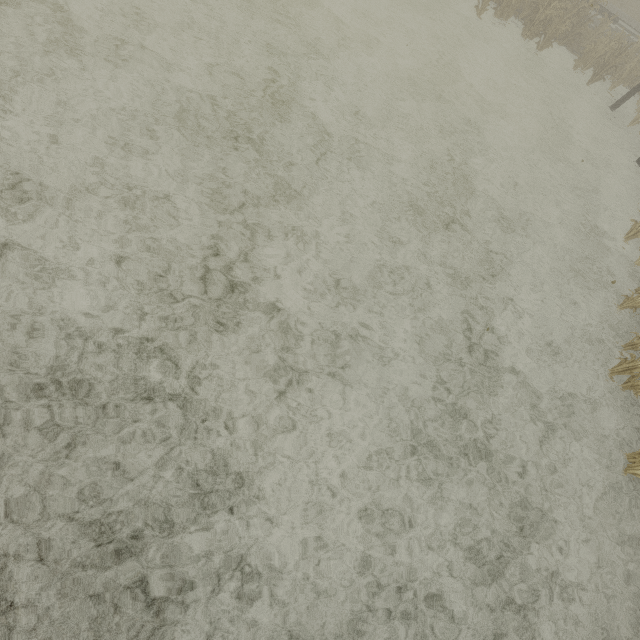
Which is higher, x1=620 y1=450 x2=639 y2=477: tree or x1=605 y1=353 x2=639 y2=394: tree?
x1=605 y1=353 x2=639 y2=394: tree

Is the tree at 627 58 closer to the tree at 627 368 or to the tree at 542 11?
the tree at 542 11

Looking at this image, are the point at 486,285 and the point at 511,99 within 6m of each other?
no

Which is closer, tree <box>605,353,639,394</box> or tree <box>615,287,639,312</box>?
tree <box>605,353,639,394</box>

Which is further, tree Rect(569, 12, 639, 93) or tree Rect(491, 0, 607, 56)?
tree Rect(569, 12, 639, 93)

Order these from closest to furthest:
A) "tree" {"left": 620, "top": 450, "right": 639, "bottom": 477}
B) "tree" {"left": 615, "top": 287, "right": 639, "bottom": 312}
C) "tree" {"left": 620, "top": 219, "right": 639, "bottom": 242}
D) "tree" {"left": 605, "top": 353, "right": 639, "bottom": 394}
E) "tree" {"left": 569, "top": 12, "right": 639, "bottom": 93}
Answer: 1. "tree" {"left": 620, "top": 450, "right": 639, "bottom": 477}
2. "tree" {"left": 605, "top": 353, "right": 639, "bottom": 394}
3. "tree" {"left": 615, "top": 287, "right": 639, "bottom": 312}
4. "tree" {"left": 620, "top": 219, "right": 639, "bottom": 242}
5. "tree" {"left": 569, "top": 12, "right": 639, "bottom": 93}

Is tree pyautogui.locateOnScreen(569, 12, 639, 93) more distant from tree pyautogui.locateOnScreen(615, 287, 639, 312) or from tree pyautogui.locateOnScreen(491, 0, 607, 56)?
tree pyautogui.locateOnScreen(615, 287, 639, 312)

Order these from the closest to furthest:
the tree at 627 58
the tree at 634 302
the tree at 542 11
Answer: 1. the tree at 634 302
2. the tree at 542 11
3. the tree at 627 58
